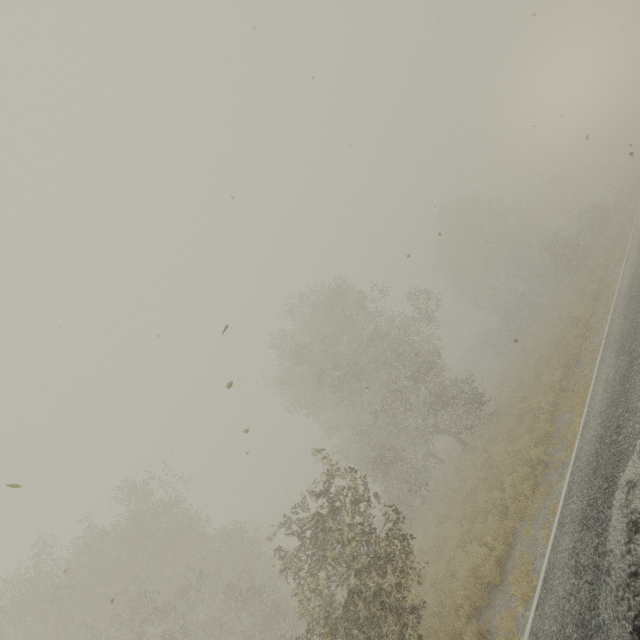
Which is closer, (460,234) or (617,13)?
(617,13)
